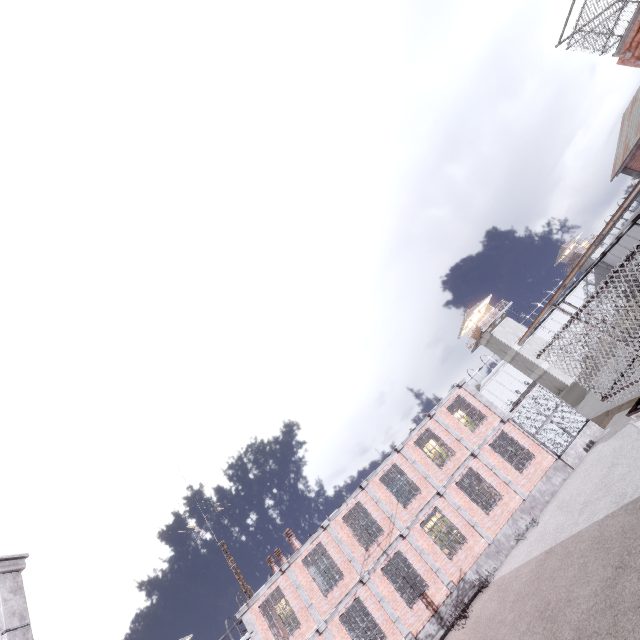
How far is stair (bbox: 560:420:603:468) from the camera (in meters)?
17.59

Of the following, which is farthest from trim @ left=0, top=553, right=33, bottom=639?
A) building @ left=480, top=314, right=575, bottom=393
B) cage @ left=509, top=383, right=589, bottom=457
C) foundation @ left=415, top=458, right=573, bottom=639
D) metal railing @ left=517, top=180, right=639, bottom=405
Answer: building @ left=480, top=314, right=575, bottom=393

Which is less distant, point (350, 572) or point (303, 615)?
point (303, 615)

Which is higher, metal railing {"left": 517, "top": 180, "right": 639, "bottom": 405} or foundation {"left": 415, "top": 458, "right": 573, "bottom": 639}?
metal railing {"left": 517, "top": 180, "right": 639, "bottom": 405}

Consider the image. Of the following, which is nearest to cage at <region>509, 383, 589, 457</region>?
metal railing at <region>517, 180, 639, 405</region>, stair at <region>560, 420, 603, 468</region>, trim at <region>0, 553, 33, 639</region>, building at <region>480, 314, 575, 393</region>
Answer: stair at <region>560, 420, 603, 468</region>

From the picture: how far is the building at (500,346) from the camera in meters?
42.8

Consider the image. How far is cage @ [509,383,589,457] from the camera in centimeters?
1820cm

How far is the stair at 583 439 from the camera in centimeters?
1759cm
